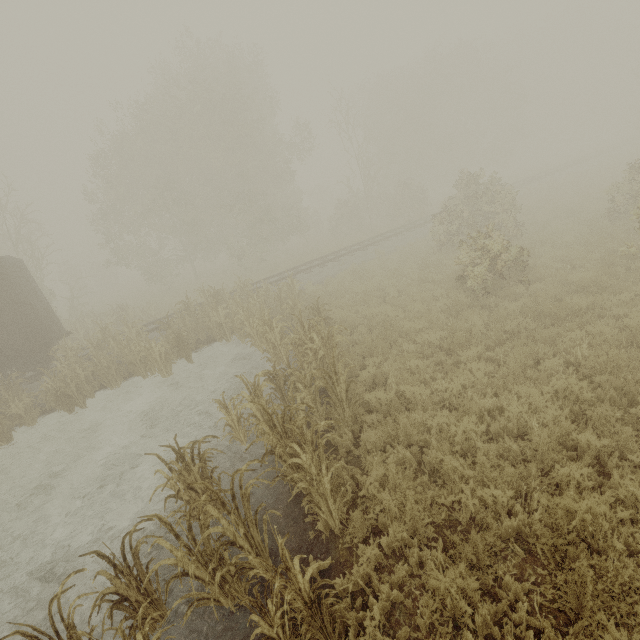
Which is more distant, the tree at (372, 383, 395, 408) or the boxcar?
the boxcar

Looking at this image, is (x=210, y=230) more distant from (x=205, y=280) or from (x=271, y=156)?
(x=271, y=156)

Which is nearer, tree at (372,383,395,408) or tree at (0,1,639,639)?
tree at (0,1,639,639)

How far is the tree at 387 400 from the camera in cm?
661

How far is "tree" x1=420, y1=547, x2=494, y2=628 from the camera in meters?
3.4

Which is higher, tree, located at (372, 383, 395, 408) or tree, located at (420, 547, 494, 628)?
tree, located at (372, 383, 395, 408)

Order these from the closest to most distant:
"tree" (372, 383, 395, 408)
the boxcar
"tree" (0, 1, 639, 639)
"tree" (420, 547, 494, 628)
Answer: "tree" (420, 547, 494, 628) < "tree" (0, 1, 639, 639) < "tree" (372, 383, 395, 408) < the boxcar

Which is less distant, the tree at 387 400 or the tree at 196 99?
the tree at 196 99
